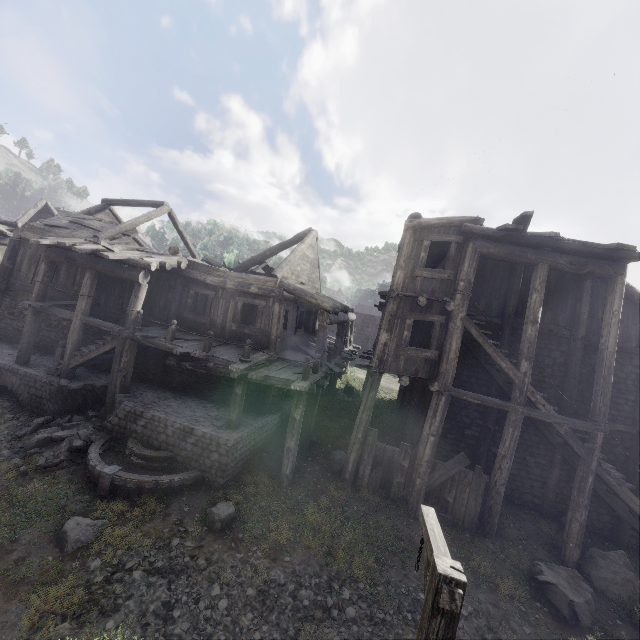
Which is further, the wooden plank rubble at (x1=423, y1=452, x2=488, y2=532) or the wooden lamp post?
the wooden plank rubble at (x1=423, y1=452, x2=488, y2=532)

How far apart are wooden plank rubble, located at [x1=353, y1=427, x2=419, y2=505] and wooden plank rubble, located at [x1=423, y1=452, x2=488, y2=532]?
0.5 meters

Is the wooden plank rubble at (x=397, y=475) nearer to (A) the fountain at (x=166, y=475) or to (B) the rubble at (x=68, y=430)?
(A) the fountain at (x=166, y=475)

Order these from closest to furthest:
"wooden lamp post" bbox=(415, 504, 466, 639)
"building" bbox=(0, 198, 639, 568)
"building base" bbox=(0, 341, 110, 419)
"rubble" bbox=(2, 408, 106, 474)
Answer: "wooden lamp post" bbox=(415, 504, 466, 639) < "rubble" bbox=(2, 408, 106, 474) < "building" bbox=(0, 198, 639, 568) < "building base" bbox=(0, 341, 110, 419)

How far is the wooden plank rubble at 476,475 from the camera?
10.3m

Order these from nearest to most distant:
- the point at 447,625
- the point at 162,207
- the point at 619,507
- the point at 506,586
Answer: the point at 447,625 < the point at 506,586 < the point at 619,507 < the point at 162,207

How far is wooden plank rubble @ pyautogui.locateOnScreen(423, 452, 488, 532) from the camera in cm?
1027

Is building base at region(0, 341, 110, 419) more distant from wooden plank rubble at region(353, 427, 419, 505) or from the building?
wooden plank rubble at region(353, 427, 419, 505)
